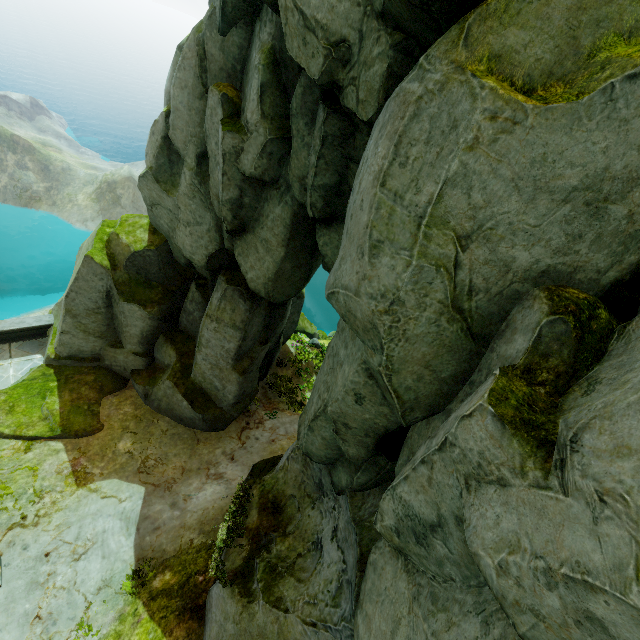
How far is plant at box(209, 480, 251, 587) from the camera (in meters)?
7.56

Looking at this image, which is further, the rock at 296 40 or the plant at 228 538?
the plant at 228 538

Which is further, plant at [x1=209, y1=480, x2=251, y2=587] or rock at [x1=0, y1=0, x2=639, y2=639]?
plant at [x1=209, y1=480, x2=251, y2=587]

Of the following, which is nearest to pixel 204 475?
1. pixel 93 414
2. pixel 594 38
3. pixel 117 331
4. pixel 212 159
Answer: pixel 93 414

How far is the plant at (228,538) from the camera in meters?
7.6
